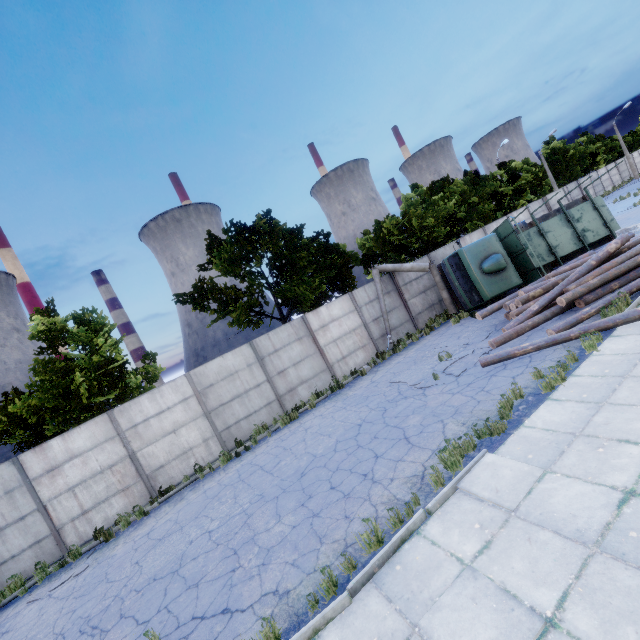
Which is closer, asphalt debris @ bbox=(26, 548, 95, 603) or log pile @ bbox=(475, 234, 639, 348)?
asphalt debris @ bbox=(26, 548, 95, 603)

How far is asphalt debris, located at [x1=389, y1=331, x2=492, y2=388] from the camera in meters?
10.3

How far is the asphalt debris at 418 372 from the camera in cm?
1030

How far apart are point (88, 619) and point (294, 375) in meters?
9.7

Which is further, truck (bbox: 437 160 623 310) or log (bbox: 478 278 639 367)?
truck (bbox: 437 160 623 310)

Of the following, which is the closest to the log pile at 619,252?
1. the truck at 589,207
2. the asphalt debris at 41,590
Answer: the truck at 589,207

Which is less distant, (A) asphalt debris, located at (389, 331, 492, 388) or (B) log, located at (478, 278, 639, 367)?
(B) log, located at (478, 278, 639, 367)

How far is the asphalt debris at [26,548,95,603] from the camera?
8.8 meters
